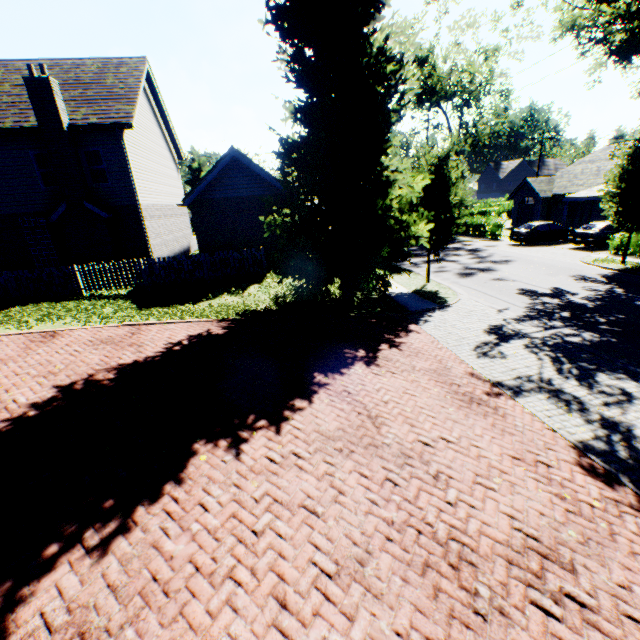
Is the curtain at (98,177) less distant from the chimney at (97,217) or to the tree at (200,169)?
the chimney at (97,217)

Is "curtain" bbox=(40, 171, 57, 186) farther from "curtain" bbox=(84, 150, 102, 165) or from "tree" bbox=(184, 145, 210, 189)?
"tree" bbox=(184, 145, 210, 189)

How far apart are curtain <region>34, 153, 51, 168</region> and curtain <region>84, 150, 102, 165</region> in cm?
104

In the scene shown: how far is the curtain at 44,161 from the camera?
15.0 meters

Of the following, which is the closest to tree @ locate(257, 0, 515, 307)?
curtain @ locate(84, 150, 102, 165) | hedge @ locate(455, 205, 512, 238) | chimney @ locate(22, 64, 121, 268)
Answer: hedge @ locate(455, 205, 512, 238)

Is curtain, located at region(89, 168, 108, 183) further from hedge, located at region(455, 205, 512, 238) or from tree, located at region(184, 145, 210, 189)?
hedge, located at region(455, 205, 512, 238)

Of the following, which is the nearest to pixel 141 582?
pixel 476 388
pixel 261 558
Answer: pixel 261 558

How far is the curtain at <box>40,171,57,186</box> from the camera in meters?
15.2 m
